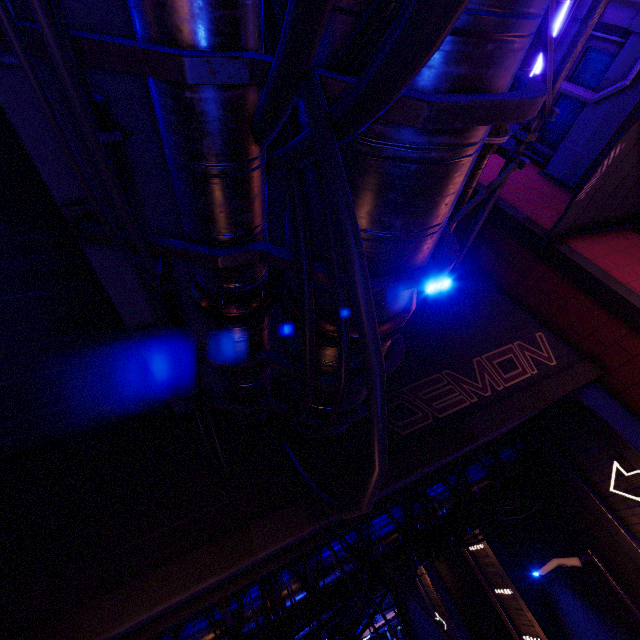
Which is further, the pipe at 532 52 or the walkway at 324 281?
the pipe at 532 52

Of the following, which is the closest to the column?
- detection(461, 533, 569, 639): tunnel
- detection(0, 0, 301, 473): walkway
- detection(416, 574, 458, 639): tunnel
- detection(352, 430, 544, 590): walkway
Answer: detection(352, 430, 544, 590): walkway

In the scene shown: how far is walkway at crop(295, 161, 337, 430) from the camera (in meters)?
2.86

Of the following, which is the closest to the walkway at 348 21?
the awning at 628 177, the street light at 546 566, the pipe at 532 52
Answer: the pipe at 532 52

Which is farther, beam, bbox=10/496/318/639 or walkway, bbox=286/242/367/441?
beam, bbox=10/496/318/639

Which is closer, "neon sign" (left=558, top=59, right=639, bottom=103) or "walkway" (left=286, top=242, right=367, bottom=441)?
"walkway" (left=286, top=242, right=367, bottom=441)

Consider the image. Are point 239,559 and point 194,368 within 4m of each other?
yes

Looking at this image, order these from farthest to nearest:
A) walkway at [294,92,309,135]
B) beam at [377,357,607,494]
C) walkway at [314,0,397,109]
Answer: beam at [377,357,607,494], walkway at [294,92,309,135], walkway at [314,0,397,109]
